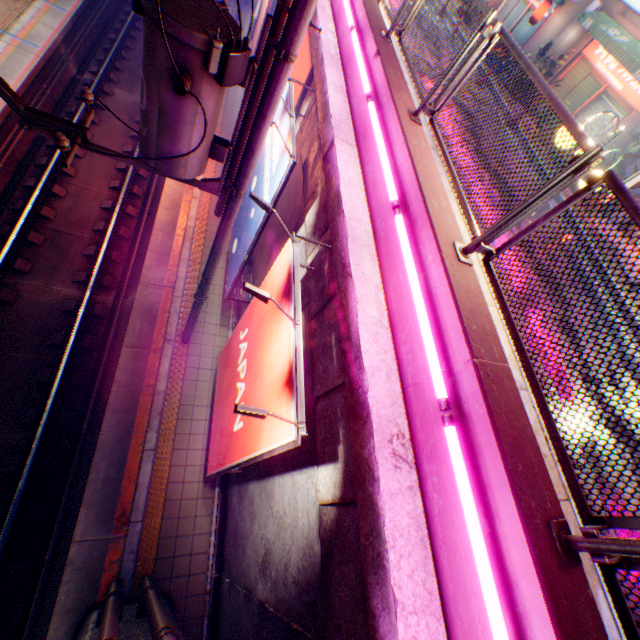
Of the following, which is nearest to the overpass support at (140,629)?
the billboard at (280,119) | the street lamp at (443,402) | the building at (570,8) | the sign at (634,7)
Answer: the street lamp at (443,402)

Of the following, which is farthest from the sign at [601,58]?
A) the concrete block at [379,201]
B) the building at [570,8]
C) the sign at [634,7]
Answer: the concrete block at [379,201]

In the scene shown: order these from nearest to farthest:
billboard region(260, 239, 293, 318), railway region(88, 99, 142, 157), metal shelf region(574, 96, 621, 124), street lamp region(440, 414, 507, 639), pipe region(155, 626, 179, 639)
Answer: street lamp region(440, 414, 507, 639) → pipe region(155, 626, 179, 639) → billboard region(260, 239, 293, 318) → railway region(88, 99, 142, 157) → metal shelf region(574, 96, 621, 124)

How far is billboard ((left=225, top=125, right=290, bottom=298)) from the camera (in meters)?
5.70

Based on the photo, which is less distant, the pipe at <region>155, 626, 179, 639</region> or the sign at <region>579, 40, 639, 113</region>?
the pipe at <region>155, 626, 179, 639</region>

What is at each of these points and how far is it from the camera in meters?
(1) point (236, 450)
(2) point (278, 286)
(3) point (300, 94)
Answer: (1) billboard, 4.8 m
(2) billboard, 4.4 m
(3) sign, 7.3 m

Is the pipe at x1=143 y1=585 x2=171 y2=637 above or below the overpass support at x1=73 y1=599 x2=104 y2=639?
above

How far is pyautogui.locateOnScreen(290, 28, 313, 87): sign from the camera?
7.02m
